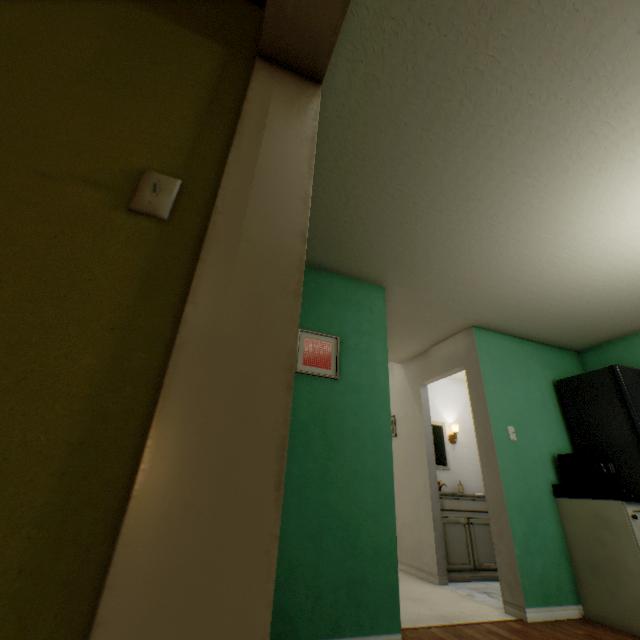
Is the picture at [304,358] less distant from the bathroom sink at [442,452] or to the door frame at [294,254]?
the door frame at [294,254]

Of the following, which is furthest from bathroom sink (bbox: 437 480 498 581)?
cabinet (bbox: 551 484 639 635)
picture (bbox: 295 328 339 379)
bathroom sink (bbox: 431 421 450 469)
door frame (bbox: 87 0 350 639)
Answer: door frame (bbox: 87 0 350 639)

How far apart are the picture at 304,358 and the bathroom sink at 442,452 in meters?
2.8

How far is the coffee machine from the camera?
2.7 meters

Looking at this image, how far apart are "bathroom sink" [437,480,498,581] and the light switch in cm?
421

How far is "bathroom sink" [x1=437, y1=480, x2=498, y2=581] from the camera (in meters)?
3.51

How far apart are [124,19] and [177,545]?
1.4 meters

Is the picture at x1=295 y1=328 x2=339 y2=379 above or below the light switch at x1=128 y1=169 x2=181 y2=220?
above
